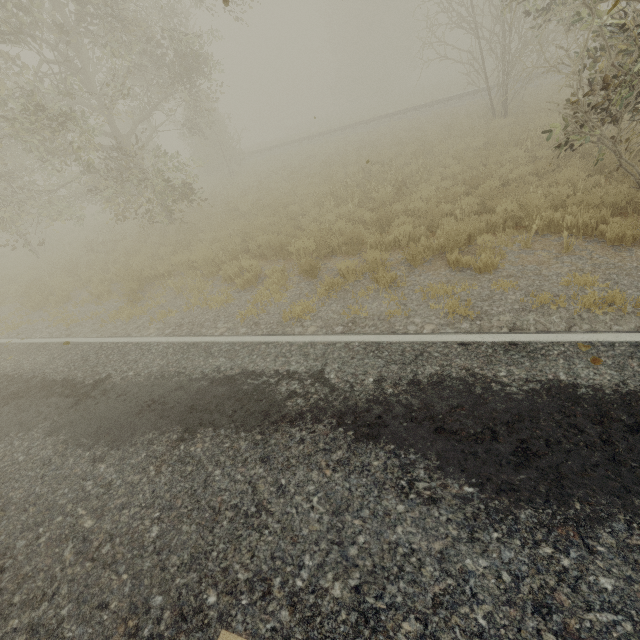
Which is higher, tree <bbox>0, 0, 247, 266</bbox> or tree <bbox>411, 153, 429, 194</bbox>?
tree <bbox>0, 0, 247, 266</bbox>

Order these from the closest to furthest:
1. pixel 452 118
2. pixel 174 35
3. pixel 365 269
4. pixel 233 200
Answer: pixel 365 269 < pixel 174 35 < pixel 233 200 < pixel 452 118

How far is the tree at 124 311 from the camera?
8.2m

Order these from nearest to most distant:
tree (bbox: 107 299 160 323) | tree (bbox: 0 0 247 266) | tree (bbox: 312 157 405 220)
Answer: tree (bbox: 107 299 160 323) → tree (bbox: 0 0 247 266) → tree (bbox: 312 157 405 220)

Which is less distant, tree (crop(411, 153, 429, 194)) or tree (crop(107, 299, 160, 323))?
tree (crop(107, 299, 160, 323))

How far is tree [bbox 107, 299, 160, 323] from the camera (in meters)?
8.17
